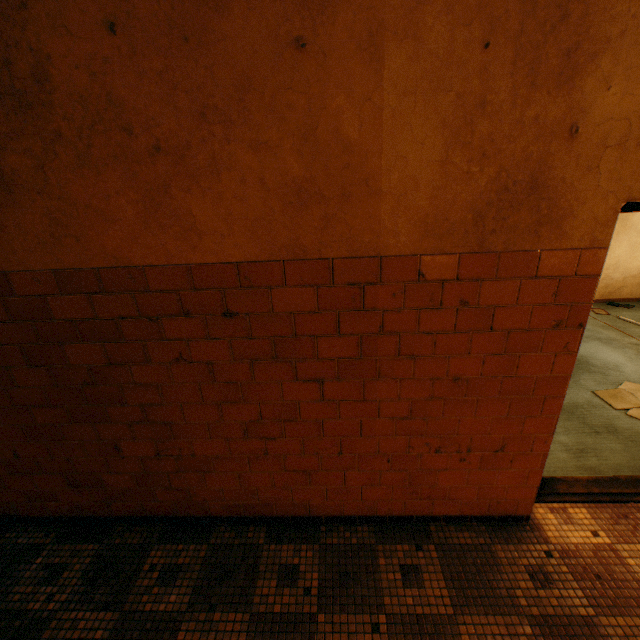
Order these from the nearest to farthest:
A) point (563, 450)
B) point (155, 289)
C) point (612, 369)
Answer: point (155, 289) → point (563, 450) → point (612, 369)
